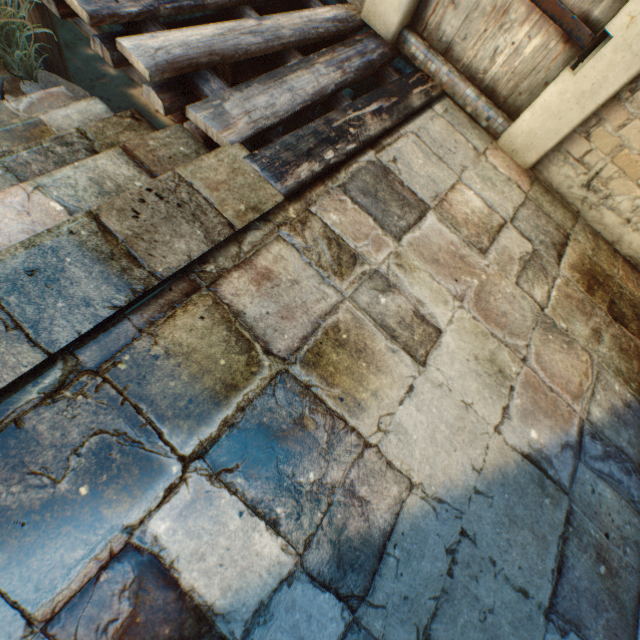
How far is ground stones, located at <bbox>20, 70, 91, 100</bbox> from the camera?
2.43m

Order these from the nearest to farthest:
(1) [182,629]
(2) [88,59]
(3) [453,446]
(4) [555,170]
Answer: (1) [182,629], (3) [453,446], (4) [555,170], (2) [88,59]

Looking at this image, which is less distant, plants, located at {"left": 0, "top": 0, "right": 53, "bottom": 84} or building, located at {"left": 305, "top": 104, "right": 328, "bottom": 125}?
plants, located at {"left": 0, "top": 0, "right": 53, "bottom": 84}

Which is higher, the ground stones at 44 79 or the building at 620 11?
the building at 620 11

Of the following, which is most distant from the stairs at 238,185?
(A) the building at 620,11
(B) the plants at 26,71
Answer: (A) the building at 620,11

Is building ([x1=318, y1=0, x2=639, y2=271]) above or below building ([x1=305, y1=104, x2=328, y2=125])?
above

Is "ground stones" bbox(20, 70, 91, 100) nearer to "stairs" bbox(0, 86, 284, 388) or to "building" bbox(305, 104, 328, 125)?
"stairs" bbox(0, 86, 284, 388)

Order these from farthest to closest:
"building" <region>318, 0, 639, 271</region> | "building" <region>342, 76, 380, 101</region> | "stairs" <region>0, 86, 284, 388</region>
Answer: "building" <region>342, 76, 380, 101</region>
"building" <region>318, 0, 639, 271</region>
"stairs" <region>0, 86, 284, 388</region>
